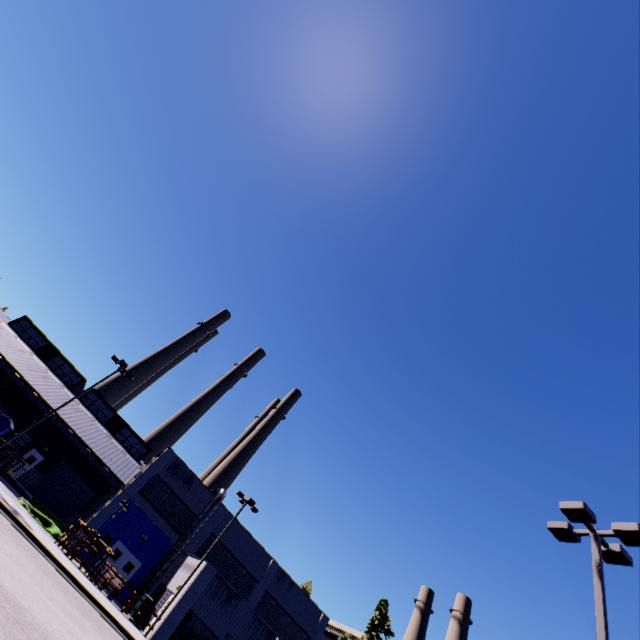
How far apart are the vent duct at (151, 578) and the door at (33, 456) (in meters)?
4.74

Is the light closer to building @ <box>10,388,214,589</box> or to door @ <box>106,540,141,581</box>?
building @ <box>10,388,214,589</box>

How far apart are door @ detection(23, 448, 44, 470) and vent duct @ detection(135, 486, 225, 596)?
4.7m

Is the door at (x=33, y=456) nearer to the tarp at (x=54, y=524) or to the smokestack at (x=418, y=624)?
the tarp at (x=54, y=524)

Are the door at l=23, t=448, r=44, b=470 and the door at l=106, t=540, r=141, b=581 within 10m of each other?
no

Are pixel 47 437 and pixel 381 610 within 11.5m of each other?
no

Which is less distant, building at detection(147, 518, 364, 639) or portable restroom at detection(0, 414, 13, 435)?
building at detection(147, 518, 364, 639)

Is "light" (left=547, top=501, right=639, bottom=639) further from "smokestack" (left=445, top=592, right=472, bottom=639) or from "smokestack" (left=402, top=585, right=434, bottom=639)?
"smokestack" (left=402, top=585, right=434, bottom=639)
